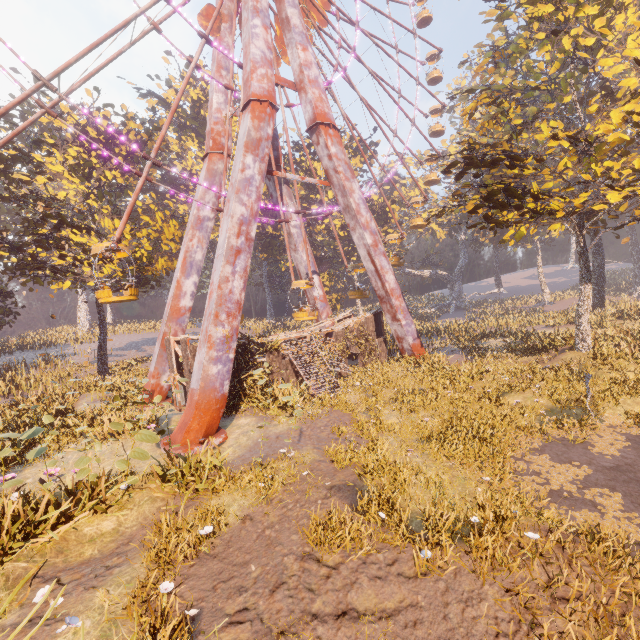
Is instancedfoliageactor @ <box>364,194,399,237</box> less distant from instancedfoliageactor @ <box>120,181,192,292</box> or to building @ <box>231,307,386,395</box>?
building @ <box>231,307,386,395</box>

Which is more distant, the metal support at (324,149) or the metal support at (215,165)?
the metal support at (215,165)

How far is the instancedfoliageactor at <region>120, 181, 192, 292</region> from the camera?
22.2 meters

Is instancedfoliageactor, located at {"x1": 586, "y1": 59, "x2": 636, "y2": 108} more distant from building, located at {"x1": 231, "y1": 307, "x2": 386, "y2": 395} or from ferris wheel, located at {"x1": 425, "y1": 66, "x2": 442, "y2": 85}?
building, located at {"x1": 231, "y1": 307, "x2": 386, "y2": 395}

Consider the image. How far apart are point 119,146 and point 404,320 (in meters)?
25.26

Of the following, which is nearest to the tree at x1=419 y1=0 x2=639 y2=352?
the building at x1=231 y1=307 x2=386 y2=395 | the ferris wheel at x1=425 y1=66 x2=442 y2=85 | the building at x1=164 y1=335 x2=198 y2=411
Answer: the building at x1=231 y1=307 x2=386 y2=395

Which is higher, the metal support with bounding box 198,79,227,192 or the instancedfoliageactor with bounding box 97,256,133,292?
the metal support with bounding box 198,79,227,192

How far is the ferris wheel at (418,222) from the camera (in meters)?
29.55
